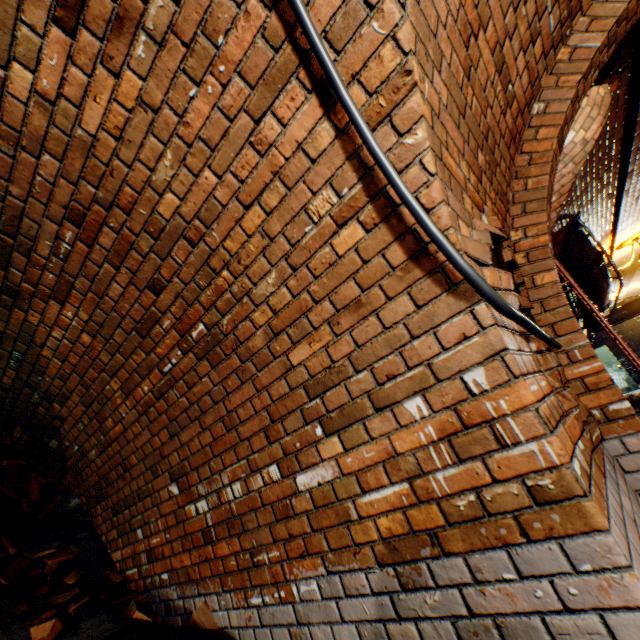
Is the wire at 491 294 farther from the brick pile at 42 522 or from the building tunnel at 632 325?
the brick pile at 42 522

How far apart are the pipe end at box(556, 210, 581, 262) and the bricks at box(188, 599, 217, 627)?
5.7 meters

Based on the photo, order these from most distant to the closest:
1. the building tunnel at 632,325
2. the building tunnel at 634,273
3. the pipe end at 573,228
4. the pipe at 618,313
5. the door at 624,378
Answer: the building tunnel at 632,325 → the door at 624,378 → the pipe at 618,313 → the building tunnel at 634,273 → the pipe end at 573,228

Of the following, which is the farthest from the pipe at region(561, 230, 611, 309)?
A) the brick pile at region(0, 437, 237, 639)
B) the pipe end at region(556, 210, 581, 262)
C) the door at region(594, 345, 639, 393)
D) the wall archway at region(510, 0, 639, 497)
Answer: the door at region(594, 345, 639, 393)

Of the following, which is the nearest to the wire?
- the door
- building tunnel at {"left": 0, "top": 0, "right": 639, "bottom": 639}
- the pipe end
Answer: building tunnel at {"left": 0, "top": 0, "right": 639, "bottom": 639}

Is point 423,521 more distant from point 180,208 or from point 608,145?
point 608,145

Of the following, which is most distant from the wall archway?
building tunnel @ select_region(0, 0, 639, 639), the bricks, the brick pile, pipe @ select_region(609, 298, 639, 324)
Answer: pipe @ select_region(609, 298, 639, 324)

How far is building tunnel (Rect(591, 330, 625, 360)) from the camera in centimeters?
1919cm
